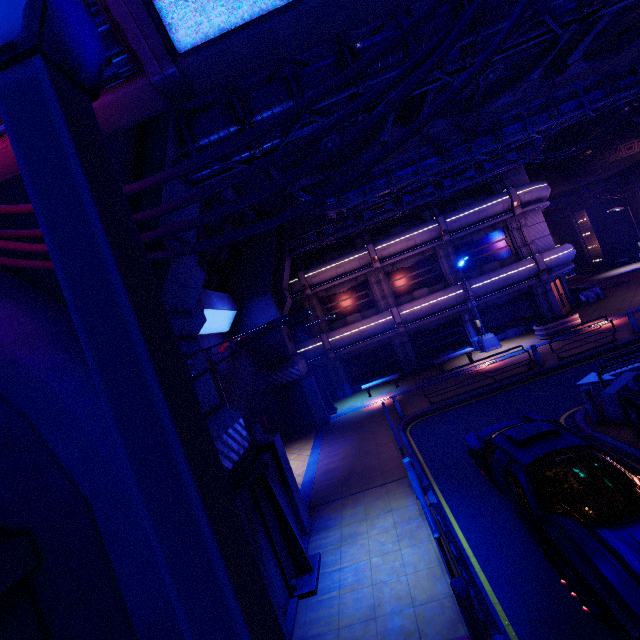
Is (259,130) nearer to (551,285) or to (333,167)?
(333,167)

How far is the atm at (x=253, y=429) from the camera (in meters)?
15.97

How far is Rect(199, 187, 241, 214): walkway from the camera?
12.9m

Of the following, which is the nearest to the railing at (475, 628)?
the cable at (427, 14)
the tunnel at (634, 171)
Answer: the cable at (427, 14)

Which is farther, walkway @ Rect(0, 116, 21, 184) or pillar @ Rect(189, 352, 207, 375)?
pillar @ Rect(189, 352, 207, 375)

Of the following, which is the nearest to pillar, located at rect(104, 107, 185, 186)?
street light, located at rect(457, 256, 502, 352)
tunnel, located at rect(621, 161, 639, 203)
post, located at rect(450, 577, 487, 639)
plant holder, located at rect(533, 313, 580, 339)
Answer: post, located at rect(450, 577, 487, 639)

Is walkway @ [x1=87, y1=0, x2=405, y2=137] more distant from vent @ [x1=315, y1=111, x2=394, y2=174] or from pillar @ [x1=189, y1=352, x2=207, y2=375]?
vent @ [x1=315, y1=111, x2=394, y2=174]

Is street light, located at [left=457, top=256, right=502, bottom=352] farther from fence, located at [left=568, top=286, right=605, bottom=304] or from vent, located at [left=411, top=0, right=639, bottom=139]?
vent, located at [left=411, top=0, right=639, bottom=139]
